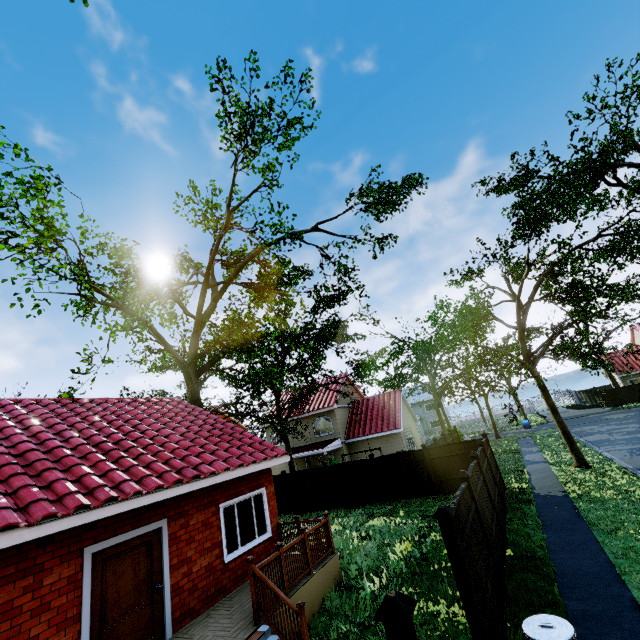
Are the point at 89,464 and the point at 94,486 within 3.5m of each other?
yes

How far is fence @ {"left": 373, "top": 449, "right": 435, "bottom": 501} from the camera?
16.4 meters

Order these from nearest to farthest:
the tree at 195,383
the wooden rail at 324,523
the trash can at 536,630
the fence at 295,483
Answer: the trash can at 536,630, the wooden rail at 324,523, the tree at 195,383, the fence at 295,483

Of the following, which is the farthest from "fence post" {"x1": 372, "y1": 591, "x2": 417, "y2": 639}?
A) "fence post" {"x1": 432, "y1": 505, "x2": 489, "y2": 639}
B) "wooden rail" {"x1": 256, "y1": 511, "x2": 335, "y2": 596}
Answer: "wooden rail" {"x1": 256, "y1": 511, "x2": 335, "y2": 596}

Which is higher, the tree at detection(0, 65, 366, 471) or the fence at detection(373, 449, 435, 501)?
the tree at detection(0, 65, 366, 471)

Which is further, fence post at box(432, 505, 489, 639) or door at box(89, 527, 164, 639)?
door at box(89, 527, 164, 639)

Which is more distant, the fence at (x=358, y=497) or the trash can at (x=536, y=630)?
the fence at (x=358, y=497)

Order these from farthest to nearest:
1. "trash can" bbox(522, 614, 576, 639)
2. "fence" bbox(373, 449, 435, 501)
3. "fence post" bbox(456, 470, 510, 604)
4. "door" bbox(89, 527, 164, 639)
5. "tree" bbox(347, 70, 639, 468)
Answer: "fence" bbox(373, 449, 435, 501)
"tree" bbox(347, 70, 639, 468)
"fence post" bbox(456, 470, 510, 604)
"door" bbox(89, 527, 164, 639)
"trash can" bbox(522, 614, 576, 639)
